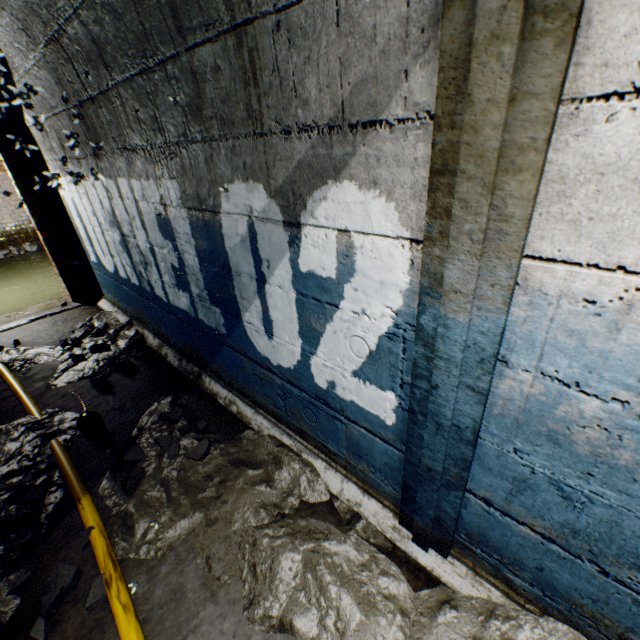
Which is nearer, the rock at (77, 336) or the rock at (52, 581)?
the rock at (52, 581)

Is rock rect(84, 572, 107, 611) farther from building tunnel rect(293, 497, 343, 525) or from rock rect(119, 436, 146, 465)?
rock rect(119, 436, 146, 465)

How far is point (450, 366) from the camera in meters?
1.0 m

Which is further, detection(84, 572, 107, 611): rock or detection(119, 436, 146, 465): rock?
detection(119, 436, 146, 465): rock

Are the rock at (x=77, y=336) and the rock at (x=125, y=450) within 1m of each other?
no

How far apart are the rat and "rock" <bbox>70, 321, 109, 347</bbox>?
1.7m

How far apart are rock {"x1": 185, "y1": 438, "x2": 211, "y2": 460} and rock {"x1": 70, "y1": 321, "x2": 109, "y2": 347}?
2.4m

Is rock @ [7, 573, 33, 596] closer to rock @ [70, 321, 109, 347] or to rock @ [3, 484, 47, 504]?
rock @ [3, 484, 47, 504]
